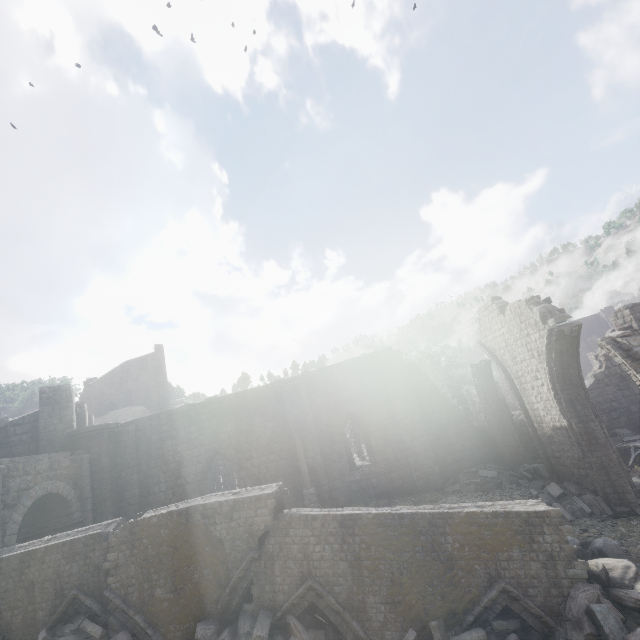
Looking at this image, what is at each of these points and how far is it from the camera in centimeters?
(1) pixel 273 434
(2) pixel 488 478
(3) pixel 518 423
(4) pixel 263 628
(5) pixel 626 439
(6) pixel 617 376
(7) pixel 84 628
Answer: (1) building, 1723cm
(2) rubble, 1430cm
(3) building, 1664cm
(4) rubble, 672cm
(5) cart, 1445cm
(6) building, 1708cm
(7) rubble, 752cm

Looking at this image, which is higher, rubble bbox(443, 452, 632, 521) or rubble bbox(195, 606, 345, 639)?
rubble bbox(195, 606, 345, 639)

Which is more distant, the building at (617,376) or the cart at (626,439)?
the building at (617,376)

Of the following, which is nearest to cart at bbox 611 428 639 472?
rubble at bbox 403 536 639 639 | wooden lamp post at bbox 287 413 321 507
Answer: rubble at bbox 403 536 639 639

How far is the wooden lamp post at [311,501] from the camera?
14.95m

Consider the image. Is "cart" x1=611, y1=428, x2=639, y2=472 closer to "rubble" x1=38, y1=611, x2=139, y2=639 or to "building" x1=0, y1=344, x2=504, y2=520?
"building" x1=0, y1=344, x2=504, y2=520

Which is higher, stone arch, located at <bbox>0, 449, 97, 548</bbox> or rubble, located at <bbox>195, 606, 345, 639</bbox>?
stone arch, located at <bbox>0, 449, 97, 548</bbox>

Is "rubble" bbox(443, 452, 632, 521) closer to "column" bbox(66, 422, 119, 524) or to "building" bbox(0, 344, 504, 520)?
"building" bbox(0, 344, 504, 520)
